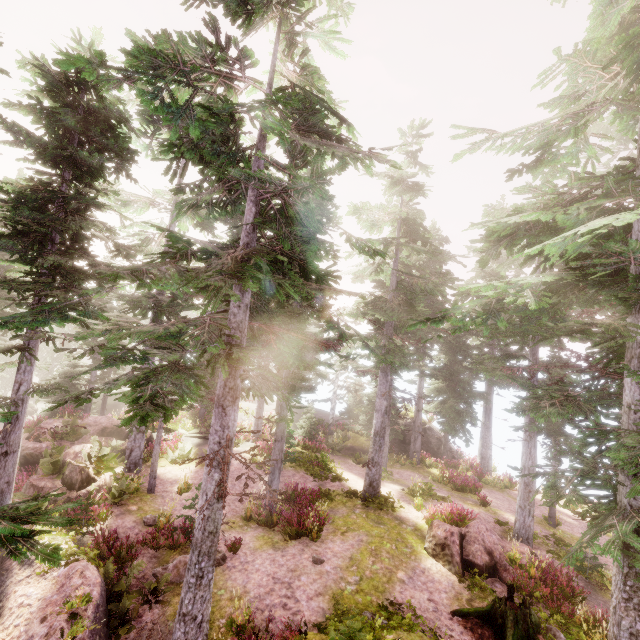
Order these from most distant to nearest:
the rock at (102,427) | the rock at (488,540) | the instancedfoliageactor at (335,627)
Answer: the rock at (102,427) < the rock at (488,540) < the instancedfoliageactor at (335,627)

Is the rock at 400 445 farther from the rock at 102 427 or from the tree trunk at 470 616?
the rock at 102 427

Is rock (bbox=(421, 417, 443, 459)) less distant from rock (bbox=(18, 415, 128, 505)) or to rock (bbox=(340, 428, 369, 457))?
rock (bbox=(340, 428, 369, 457))

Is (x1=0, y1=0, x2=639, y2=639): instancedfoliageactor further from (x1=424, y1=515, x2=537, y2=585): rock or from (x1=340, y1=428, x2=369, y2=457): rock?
(x1=424, y1=515, x2=537, y2=585): rock

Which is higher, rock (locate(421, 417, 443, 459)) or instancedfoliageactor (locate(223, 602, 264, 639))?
rock (locate(421, 417, 443, 459))

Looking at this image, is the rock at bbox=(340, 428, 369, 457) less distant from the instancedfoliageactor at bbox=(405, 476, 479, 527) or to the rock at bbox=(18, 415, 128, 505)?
the instancedfoliageactor at bbox=(405, 476, 479, 527)

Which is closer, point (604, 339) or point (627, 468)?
point (627, 468)

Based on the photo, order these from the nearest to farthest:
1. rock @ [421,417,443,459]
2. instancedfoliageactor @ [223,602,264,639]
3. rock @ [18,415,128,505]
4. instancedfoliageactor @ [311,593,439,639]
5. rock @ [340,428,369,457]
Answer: instancedfoliageactor @ [311,593,439,639]
instancedfoliageactor @ [223,602,264,639]
rock @ [18,415,128,505]
rock @ [340,428,369,457]
rock @ [421,417,443,459]
